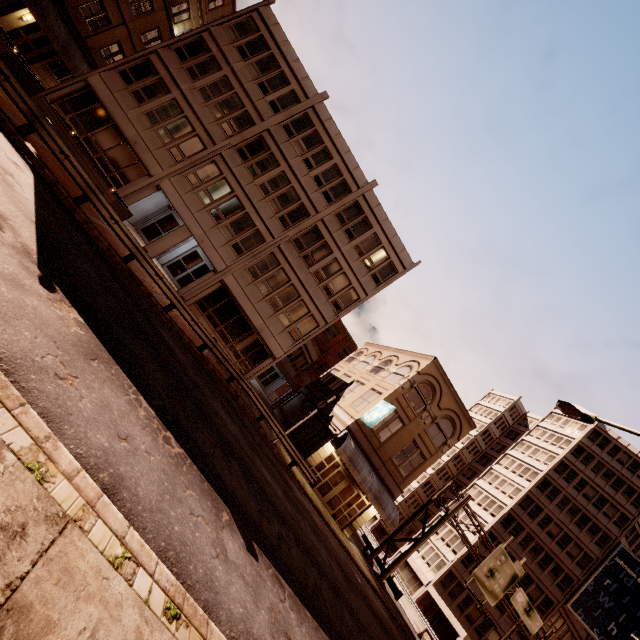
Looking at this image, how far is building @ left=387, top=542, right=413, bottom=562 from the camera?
47.9 meters

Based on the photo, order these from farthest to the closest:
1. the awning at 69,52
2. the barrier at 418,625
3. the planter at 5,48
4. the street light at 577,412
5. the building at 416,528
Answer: the building at 416,528 → the barrier at 418,625 → the awning at 69,52 → the planter at 5,48 → the street light at 577,412

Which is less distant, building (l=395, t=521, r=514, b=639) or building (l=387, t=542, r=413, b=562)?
building (l=395, t=521, r=514, b=639)

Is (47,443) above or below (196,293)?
below

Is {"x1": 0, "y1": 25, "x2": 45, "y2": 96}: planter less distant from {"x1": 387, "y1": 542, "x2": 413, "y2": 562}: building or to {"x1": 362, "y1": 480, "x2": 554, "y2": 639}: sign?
{"x1": 362, "y1": 480, "x2": 554, "y2": 639}: sign

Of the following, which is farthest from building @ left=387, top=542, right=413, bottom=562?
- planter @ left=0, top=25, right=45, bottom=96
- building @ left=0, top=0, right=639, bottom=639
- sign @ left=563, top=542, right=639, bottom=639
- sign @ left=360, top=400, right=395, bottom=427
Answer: planter @ left=0, top=25, right=45, bottom=96

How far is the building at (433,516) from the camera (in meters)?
49.41

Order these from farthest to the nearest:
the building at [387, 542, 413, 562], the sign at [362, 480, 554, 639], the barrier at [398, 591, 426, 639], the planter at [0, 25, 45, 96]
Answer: the building at [387, 542, 413, 562] < the barrier at [398, 591, 426, 639] < the sign at [362, 480, 554, 639] < the planter at [0, 25, 45, 96]
